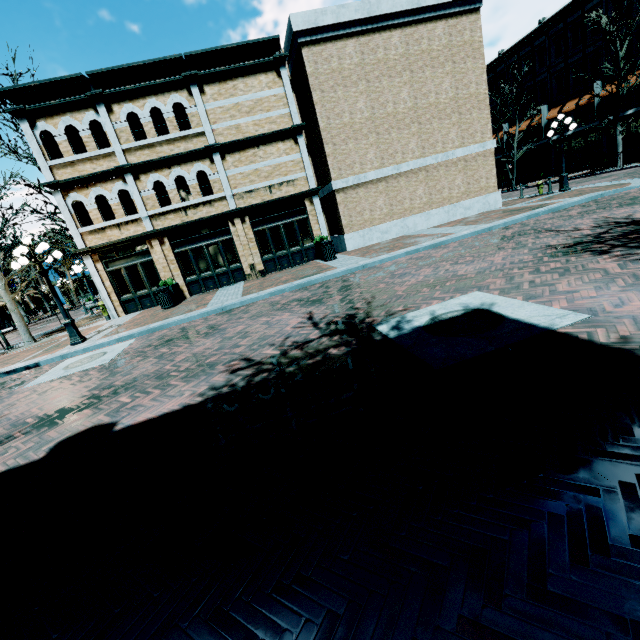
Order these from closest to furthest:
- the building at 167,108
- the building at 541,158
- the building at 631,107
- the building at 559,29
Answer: the building at 167,108, the building at 631,107, the building at 559,29, the building at 541,158

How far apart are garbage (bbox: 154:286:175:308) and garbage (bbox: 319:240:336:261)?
6.8m

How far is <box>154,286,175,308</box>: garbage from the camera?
13.4m

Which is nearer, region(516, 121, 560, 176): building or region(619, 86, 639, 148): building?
region(619, 86, 639, 148): building

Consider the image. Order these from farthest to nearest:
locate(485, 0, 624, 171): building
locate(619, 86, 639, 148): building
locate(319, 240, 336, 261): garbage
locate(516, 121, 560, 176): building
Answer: locate(516, 121, 560, 176): building
locate(485, 0, 624, 171): building
locate(619, 86, 639, 148): building
locate(319, 240, 336, 261): garbage

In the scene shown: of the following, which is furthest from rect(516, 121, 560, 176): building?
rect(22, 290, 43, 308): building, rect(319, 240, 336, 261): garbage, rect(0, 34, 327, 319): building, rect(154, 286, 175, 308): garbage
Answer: rect(22, 290, 43, 308): building

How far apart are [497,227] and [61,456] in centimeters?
1359cm

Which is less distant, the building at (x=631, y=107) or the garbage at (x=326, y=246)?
the garbage at (x=326, y=246)
